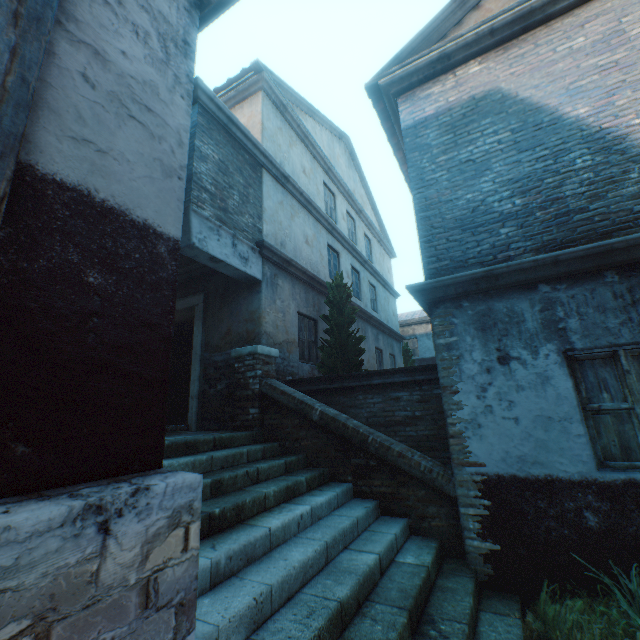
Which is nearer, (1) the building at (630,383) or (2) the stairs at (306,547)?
(2) the stairs at (306,547)

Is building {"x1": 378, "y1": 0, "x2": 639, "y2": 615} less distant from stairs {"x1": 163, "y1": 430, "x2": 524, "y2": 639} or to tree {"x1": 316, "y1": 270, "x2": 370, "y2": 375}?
stairs {"x1": 163, "y1": 430, "x2": 524, "y2": 639}

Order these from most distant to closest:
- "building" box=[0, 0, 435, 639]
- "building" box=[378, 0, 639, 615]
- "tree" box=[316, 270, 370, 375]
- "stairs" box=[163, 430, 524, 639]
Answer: "tree" box=[316, 270, 370, 375] < "building" box=[378, 0, 639, 615] < "stairs" box=[163, 430, 524, 639] < "building" box=[0, 0, 435, 639]

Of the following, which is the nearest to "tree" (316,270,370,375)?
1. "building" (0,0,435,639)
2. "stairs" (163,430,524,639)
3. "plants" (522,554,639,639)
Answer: "stairs" (163,430,524,639)

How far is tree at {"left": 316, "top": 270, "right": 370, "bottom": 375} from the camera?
7.6m

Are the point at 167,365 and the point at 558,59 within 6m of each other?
no

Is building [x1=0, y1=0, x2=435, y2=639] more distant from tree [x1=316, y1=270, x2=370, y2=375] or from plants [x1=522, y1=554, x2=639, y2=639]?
tree [x1=316, y1=270, x2=370, y2=375]

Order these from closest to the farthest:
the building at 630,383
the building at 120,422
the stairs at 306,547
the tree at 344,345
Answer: the building at 120,422 → the stairs at 306,547 → the building at 630,383 → the tree at 344,345
